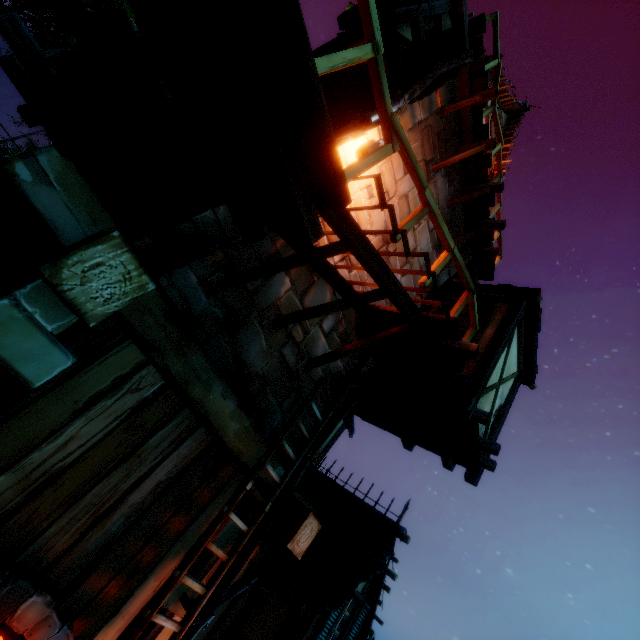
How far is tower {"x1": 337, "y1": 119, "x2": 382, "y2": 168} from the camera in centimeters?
480cm

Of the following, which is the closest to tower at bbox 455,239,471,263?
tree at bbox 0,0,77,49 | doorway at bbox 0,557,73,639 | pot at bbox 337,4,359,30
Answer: doorway at bbox 0,557,73,639

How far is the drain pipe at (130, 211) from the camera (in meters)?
2.97

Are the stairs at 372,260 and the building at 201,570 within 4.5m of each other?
yes

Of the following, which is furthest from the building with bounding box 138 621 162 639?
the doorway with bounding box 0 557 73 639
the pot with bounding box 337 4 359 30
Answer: the pot with bounding box 337 4 359 30

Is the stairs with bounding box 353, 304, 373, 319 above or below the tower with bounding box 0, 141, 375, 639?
above

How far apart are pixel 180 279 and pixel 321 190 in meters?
1.7 m
